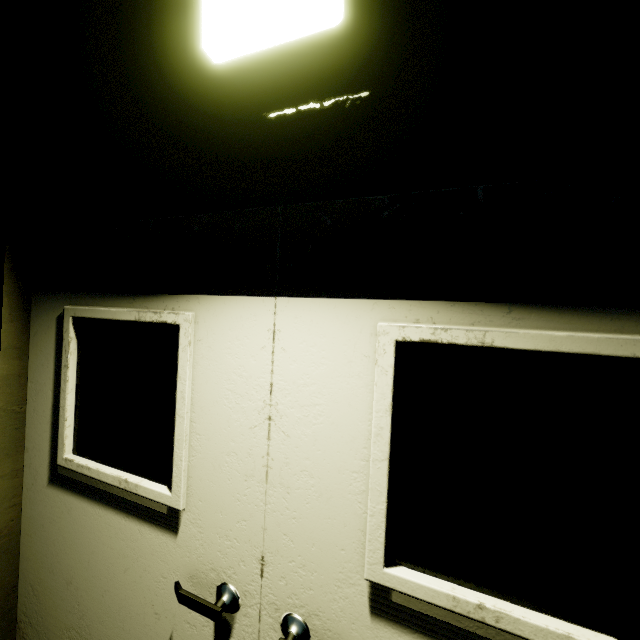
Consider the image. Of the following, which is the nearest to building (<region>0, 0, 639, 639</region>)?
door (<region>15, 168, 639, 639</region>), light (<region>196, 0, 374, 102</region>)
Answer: door (<region>15, 168, 639, 639</region>)

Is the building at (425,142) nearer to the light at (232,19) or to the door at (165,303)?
the door at (165,303)

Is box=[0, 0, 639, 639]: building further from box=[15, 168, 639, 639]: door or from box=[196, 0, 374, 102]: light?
box=[196, 0, 374, 102]: light

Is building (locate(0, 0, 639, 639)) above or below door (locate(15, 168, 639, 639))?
above

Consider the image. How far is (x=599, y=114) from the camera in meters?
0.7 m

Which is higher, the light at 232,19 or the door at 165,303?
the light at 232,19

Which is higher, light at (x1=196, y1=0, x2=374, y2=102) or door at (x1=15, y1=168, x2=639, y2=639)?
light at (x1=196, y1=0, x2=374, y2=102)
